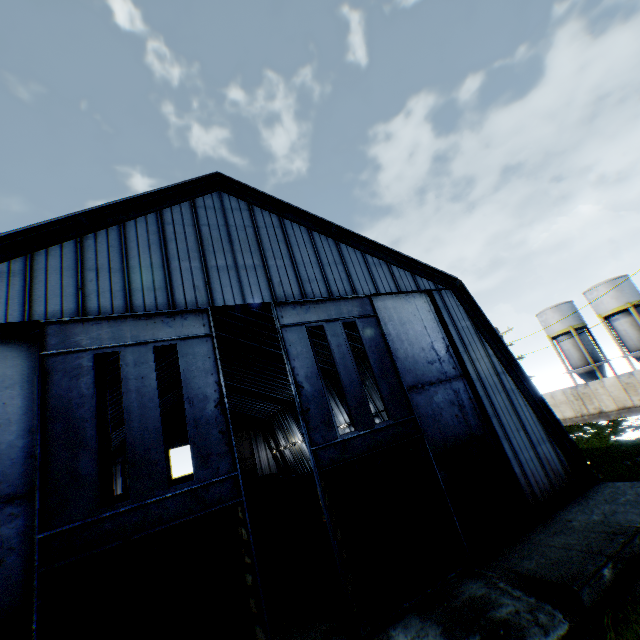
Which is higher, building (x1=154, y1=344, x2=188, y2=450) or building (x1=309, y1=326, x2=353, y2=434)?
building (x1=154, y1=344, x2=188, y2=450)

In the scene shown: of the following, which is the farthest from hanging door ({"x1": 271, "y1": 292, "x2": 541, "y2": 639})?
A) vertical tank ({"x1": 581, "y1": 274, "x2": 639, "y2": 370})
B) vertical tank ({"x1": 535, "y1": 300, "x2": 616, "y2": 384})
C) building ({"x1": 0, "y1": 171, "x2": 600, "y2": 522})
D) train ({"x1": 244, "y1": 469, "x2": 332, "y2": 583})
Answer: vertical tank ({"x1": 535, "y1": 300, "x2": 616, "y2": 384})

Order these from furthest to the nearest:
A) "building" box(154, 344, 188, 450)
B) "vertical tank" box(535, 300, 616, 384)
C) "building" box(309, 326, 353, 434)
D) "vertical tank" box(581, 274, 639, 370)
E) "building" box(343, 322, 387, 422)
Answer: "vertical tank" box(535, 300, 616, 384) < "vertical tank" box(581, 274, 639, 370) < "building" box(154, 344, 188, 450) < "building" box(309, 326, 353, 434) < "building" box(343, 322, 387, 422)

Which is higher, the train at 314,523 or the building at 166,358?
the building at 166,358

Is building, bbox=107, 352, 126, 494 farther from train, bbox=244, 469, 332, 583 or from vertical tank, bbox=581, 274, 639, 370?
vertical tank, bbox=581, 274, 639, 370

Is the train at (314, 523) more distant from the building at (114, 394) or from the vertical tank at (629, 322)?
the vertical tank at (629, 322)

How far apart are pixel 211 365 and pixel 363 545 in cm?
734

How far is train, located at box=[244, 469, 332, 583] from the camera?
15.6m
